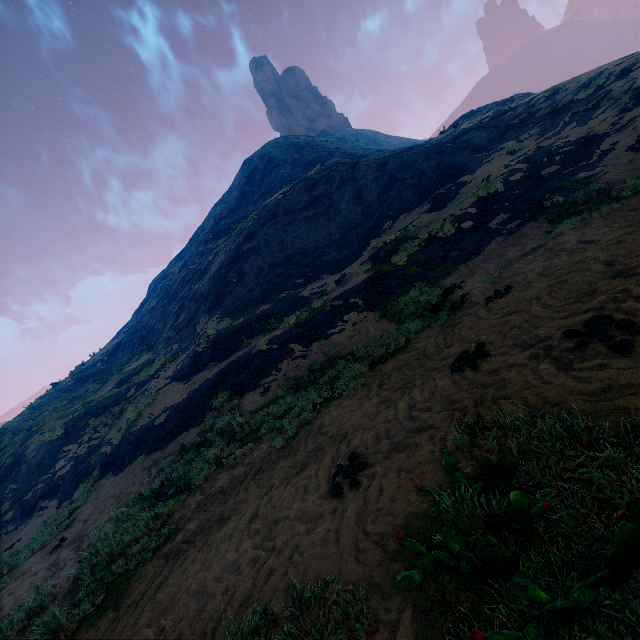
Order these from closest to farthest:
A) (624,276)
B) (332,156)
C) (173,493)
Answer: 1. (624,276)
2. (173,493)
3. (332,156)
